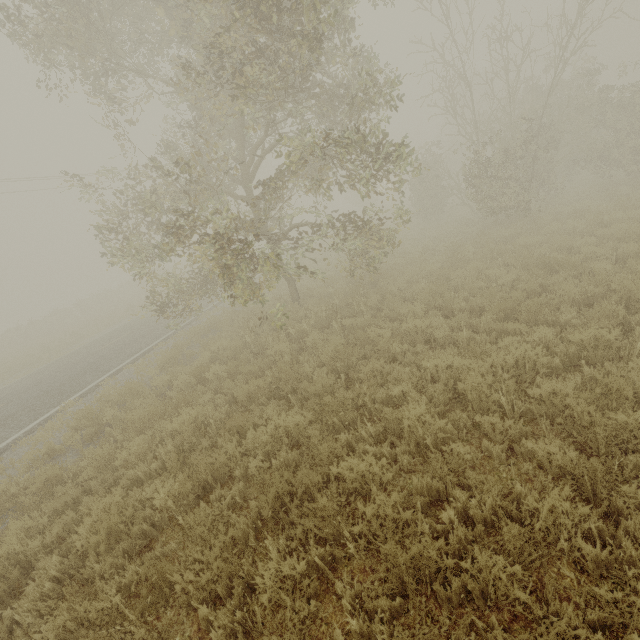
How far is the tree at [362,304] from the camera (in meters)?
8.91

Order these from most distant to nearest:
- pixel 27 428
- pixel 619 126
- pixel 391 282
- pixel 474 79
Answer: pixel 474 79 → pixel 619 126 → pixel 391 282 → pixel 27 428

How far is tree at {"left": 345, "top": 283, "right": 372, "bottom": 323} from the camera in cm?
891

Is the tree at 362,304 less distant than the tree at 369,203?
No

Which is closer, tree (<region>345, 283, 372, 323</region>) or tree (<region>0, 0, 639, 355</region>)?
tree (<region>0, 0, 639, 355</region>)

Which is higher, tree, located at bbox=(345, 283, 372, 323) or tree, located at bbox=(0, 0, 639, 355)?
tree, located at bbox=(0, 0, 639, 355)
